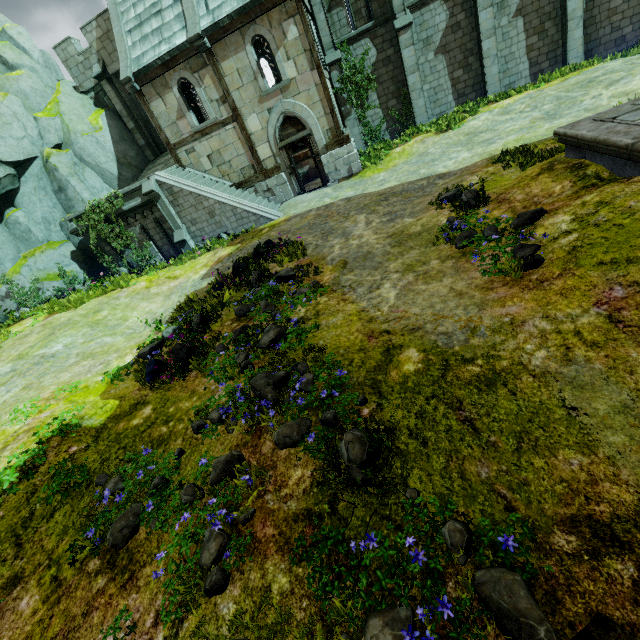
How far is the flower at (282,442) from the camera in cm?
335

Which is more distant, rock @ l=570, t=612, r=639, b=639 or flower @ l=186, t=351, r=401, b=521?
flower @ l=186, t=351, r=401, b=521

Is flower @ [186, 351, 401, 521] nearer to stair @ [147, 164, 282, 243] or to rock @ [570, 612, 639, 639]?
rock @ [570, 612, 639, 639]

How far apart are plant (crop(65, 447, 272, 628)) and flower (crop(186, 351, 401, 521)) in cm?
49

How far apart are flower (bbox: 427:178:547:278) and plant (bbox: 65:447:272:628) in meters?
4.7

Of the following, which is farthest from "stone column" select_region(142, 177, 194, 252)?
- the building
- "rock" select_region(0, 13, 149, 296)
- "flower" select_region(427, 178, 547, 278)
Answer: "flower" select_region(427, 178, 547, 278)

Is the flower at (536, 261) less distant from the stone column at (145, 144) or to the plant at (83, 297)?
the plant at (83, 297)

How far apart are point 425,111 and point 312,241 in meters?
12.7
